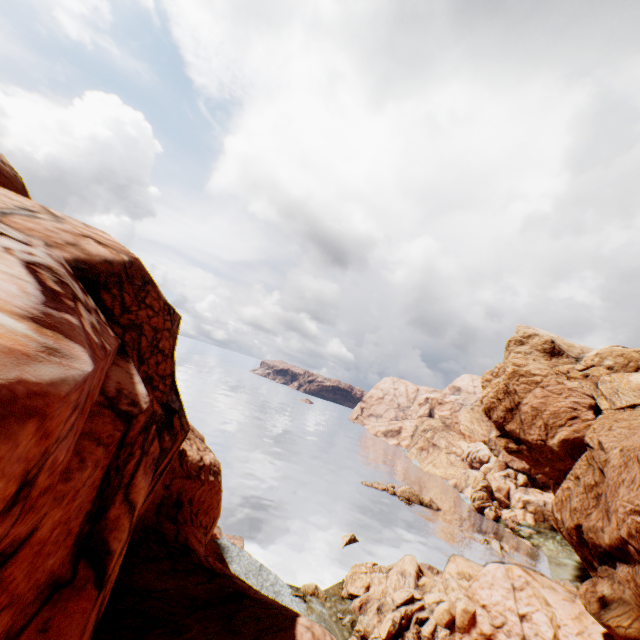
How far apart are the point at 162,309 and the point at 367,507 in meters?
61.9 m

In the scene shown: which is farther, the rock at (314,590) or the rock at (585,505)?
the rock at (314,590)

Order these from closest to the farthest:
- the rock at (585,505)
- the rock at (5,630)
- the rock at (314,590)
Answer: the rock at (5,630)
the rock at (585,505)
the rock at (314,590)

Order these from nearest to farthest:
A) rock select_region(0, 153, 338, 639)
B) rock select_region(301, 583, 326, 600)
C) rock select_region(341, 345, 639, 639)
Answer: rock select_region(0, 153, 338, 639)
rock select_region(341, 345, 639, 639)
rock select_region(301, 583, 326, 600)

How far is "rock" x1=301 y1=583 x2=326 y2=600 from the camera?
32.0m

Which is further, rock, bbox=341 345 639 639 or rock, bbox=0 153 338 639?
rock, bbox=341 345 639 639
